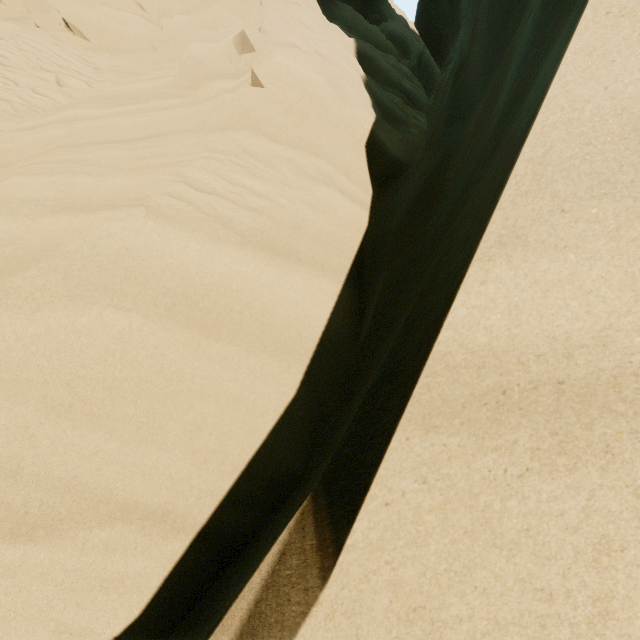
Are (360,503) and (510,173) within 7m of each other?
yes
